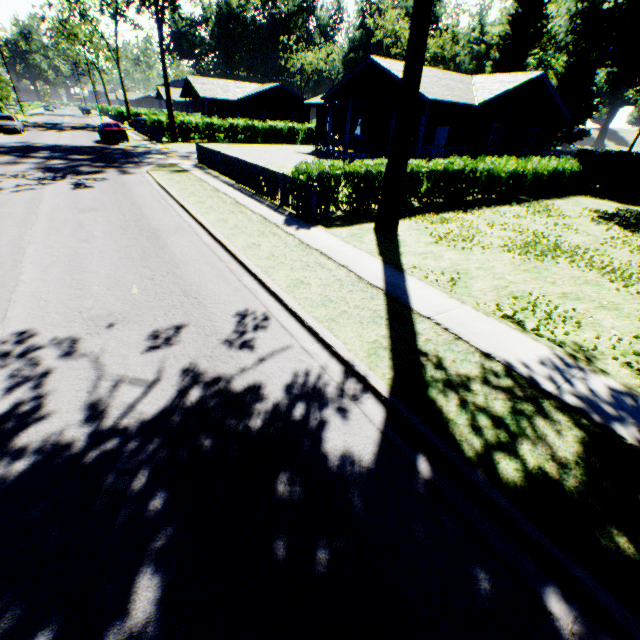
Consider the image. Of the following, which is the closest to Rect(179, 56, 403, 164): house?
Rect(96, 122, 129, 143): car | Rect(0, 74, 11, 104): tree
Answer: Rect(96, 122, 129, 143): car

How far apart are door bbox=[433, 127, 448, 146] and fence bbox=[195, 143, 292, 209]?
16.14m

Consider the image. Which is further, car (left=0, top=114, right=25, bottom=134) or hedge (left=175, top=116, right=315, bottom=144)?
hedge (left=175, top=116, right=315, bottom=144)

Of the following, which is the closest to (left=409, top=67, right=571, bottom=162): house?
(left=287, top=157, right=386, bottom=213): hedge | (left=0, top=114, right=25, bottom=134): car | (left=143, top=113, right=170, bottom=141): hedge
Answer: (left=287, top=157, right=386, bottom=213): hedge

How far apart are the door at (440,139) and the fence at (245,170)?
16.14m

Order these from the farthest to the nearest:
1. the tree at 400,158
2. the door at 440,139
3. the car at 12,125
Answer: the car at 12,125, the door at 440,139, the tree at 400,158

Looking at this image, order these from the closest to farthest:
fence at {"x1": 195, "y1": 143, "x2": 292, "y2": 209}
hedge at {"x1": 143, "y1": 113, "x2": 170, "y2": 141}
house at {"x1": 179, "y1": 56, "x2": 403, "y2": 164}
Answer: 1. fence at {"x1": 195, "y1": 143, "x2": 292, "y2": 209}
2. house at {"x1": 179, "y1": 56, "x2": 403, "y2": 164}
3. hedge at {"x1": 143, "y1": 113, "x2": 170, "y2": 141}

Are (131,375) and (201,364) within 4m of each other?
yes
